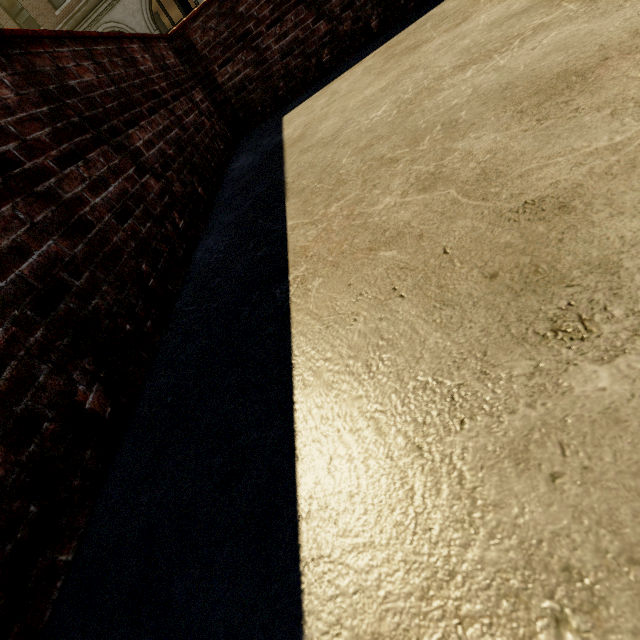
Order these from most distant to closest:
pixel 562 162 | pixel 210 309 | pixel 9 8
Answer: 1. pixel 9 8
2. pixel 210 309
3. pixel 562 162
